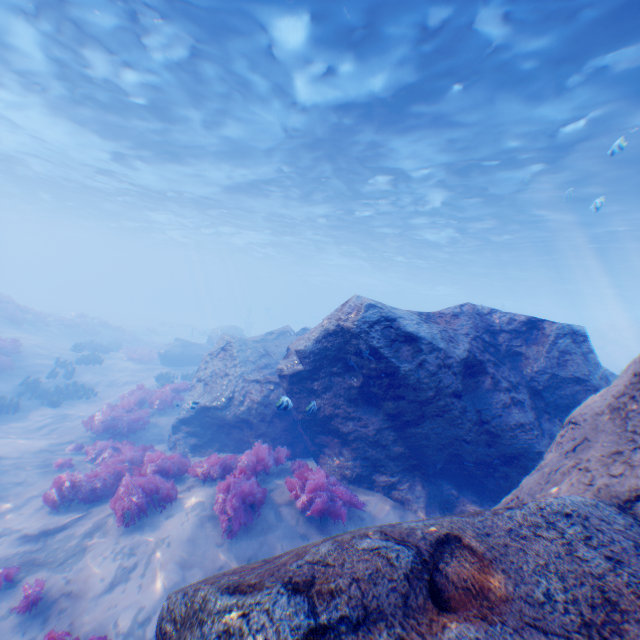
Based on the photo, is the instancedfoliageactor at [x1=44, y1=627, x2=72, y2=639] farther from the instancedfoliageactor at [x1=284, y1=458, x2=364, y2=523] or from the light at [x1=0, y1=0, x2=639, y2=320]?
the light at [x1=0, y1=0, x2=639, y2=320]

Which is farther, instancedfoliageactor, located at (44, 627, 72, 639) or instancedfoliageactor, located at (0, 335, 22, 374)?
instancedfoliageactor, located at (0, 335, 22, 374)

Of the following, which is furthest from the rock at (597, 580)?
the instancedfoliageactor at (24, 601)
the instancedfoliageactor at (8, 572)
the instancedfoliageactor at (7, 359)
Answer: the instancedfoliageactor at (7, 359)

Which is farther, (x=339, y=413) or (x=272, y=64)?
(x=272, y=64)

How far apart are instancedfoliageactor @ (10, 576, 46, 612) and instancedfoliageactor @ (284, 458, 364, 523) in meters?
3.8 m

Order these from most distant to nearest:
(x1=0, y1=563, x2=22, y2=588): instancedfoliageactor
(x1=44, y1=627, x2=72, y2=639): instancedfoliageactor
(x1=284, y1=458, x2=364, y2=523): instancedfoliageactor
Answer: (x1=284, y1=458, x2=364, y2=523): instancedfoliageactor, (x1=0, y1=563, x2=22, y2=588): instancedfoliageactor, (x1=44, y1=627, x2=72, y2=639): instancedfoliageactor

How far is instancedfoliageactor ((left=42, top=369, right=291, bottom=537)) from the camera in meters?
6.0

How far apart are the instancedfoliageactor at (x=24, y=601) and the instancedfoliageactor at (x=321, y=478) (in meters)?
3.84
